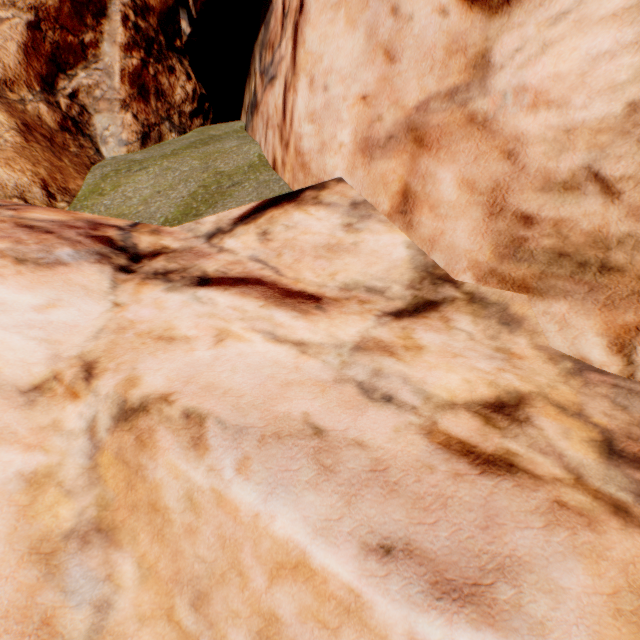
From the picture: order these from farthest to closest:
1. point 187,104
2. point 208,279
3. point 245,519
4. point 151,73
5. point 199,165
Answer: point 187,104 < point 151,73 < point 199,165 < point 208,279 < point 245,519
